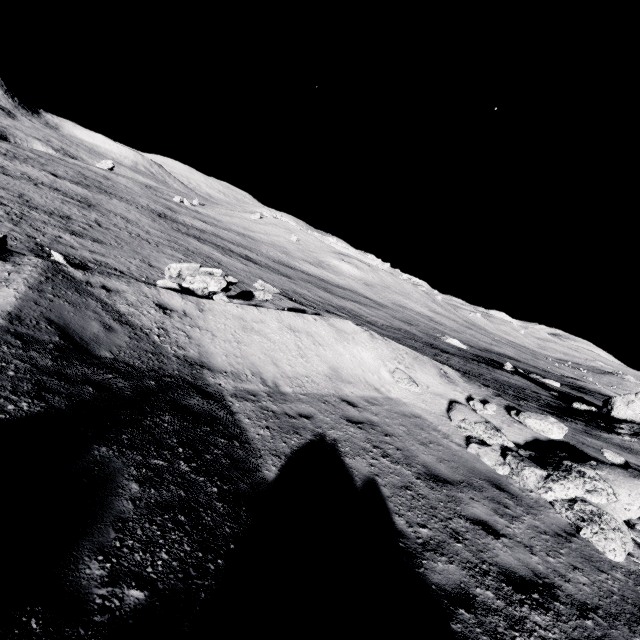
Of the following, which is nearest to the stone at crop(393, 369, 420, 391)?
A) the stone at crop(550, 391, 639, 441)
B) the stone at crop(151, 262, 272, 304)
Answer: the stone at crop(151, 262, 272, 304)

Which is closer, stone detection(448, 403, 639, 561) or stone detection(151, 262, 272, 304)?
stone detection(448, 403, 639, 561)

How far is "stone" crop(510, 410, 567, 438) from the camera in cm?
995

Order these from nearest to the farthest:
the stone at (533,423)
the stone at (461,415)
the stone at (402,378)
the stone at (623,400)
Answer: the stone at (461,415), the stone at (533,423), the stone at (402,378), the stone at (623,400)

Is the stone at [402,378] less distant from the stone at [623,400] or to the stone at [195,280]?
the stone at [195,280]

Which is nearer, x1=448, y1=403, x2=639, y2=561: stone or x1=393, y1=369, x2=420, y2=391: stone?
x1=448, y1=403, x2=639, y2=561: stone

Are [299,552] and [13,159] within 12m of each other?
no

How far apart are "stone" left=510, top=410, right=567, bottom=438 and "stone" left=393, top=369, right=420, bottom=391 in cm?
301
